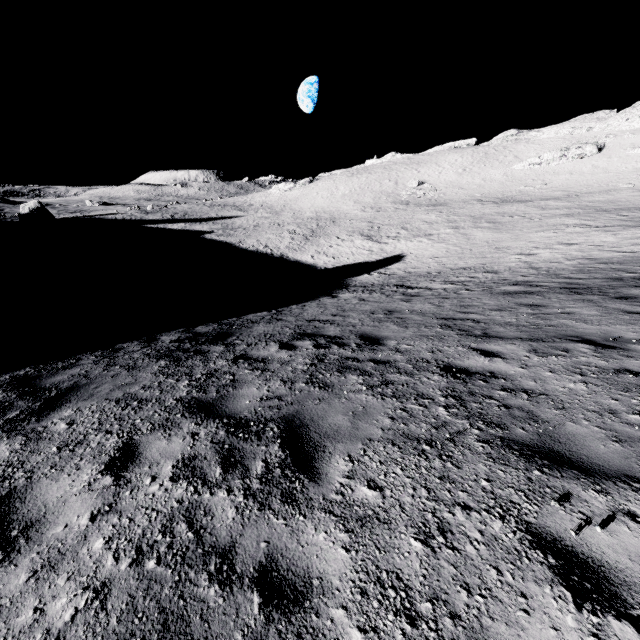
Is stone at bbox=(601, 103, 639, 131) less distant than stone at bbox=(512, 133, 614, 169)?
No

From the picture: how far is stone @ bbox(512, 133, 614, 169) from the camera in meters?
53.7 m

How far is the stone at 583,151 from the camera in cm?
5369

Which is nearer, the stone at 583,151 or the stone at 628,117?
the stone at 583,151

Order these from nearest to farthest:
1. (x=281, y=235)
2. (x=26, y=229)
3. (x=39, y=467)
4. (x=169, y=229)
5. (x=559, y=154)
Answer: (x=39, y=467) → (x=281, y=235) → (x=26, y=229) → (x=559, y=154) → (x=169, y=229)

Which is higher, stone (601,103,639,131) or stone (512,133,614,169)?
stone (601,103,639,131)
